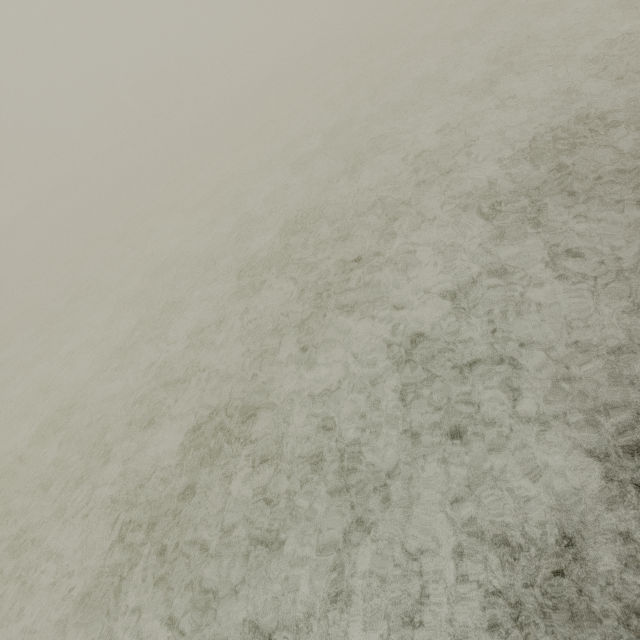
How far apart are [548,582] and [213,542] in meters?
3.5 m
